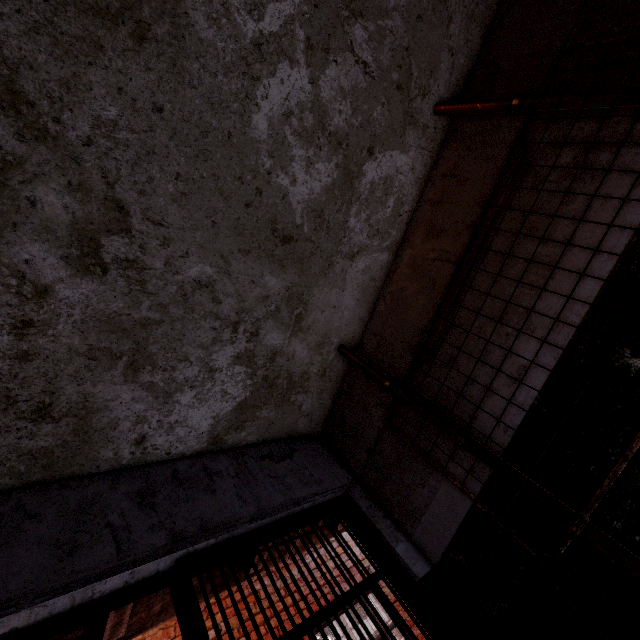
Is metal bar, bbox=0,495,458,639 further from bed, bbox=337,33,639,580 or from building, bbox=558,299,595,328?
bed, bbox=337,33,639,580

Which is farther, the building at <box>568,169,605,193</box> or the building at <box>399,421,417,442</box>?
the building at <box>399,421,417,442</box>

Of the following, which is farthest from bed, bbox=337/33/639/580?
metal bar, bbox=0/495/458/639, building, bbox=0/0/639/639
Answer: metal bar, bbox=0/495/458/639

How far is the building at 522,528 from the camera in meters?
1.5

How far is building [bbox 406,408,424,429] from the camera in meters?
1.9

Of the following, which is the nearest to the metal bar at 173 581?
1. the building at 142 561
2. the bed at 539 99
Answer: the building at 142 561

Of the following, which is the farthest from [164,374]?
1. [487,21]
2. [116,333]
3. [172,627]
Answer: [172,627]
